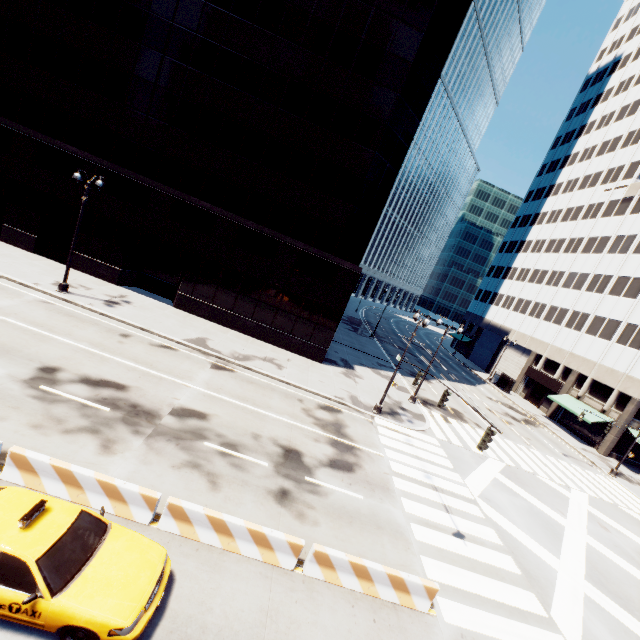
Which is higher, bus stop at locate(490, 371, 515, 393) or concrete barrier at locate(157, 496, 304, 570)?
bus stop at locate(490, 371, 515, 393)

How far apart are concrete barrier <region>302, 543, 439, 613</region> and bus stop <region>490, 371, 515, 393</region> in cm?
4485

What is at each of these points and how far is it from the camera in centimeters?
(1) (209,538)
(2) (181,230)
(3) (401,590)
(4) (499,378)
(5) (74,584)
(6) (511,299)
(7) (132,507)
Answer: (1) concrete barrier, 884cm
(2) building, 2417cm
(3) concrete barrier, 938cm
(4) bus stop, 4953cm
(5) vehicle, 611cm
(6) building, 5906cm
(7) concrete barrier, 866cm

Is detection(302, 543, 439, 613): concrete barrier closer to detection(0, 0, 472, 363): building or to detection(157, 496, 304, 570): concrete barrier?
detection(157, 496, 304, 570): concrete barrier

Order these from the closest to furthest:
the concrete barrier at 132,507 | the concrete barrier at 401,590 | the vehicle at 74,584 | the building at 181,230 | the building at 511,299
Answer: the vehicle at 74,584 → the concrete barrier at 132,507 → the concrete barrier at 401,590 → the building at 181,230 → the building at 511,299

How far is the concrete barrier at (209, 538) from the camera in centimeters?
873cm

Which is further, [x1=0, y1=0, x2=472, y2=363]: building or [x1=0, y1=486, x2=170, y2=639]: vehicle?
[x1=0, y1=0, x2=472, y2=363]: building

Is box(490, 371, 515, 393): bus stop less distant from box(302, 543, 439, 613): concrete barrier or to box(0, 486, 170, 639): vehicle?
box(302, 543, 439, 613): concrete barrier
